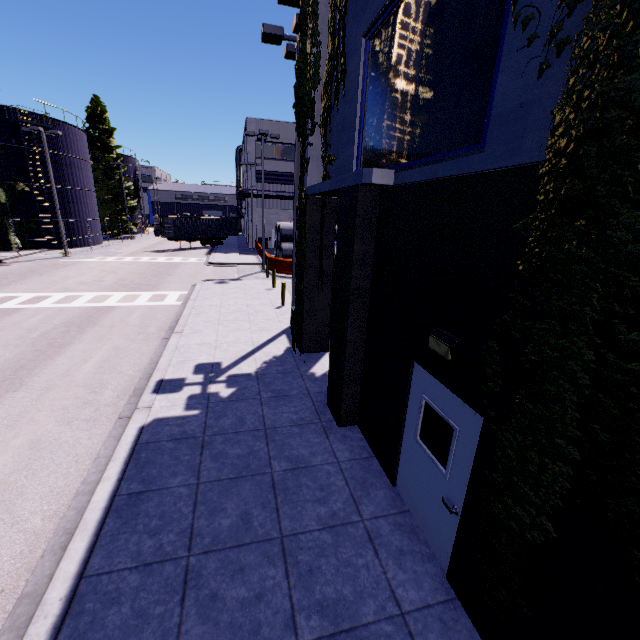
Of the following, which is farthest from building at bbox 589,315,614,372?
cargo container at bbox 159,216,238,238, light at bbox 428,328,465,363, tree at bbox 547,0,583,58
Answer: cargo container at bbox 159,216,238,238

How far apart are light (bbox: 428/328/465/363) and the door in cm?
37

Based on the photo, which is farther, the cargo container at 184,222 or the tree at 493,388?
the cargo container at 184,222

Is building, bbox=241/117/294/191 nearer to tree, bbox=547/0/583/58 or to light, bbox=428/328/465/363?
tree, bbox=547/0/583/58

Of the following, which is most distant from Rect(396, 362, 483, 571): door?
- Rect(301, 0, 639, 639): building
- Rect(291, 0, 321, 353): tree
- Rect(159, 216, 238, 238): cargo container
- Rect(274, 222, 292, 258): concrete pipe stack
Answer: Rect(159, 216, 238, 238): cargo container

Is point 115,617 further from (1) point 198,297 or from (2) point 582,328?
(1) point 198,297

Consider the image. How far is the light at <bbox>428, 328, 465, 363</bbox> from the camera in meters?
3.7

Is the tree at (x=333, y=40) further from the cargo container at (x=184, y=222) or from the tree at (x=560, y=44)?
the tree at (x=560, y=44)
